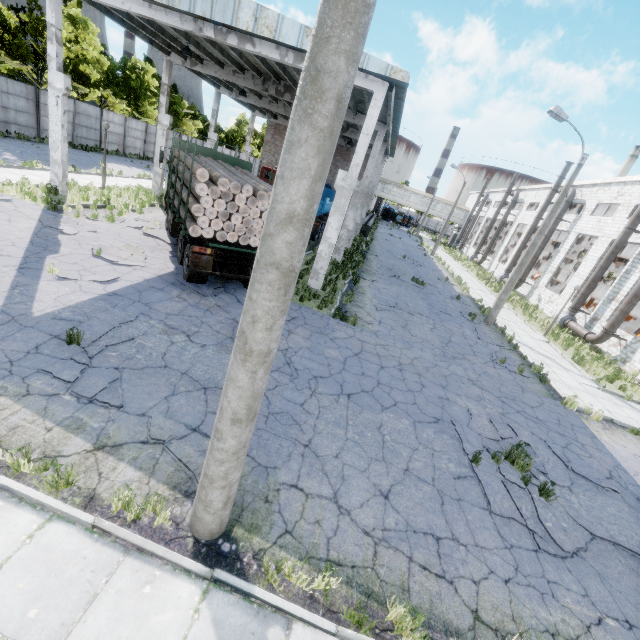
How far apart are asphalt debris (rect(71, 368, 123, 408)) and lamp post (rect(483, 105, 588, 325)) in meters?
17.2

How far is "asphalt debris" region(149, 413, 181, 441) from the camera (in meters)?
5.04

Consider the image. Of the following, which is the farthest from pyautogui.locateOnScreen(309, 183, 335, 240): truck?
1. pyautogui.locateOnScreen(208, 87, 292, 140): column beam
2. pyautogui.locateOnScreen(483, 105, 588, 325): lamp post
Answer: pyautogui.locateOnScreen(483, 105, 588, 325): lamp post

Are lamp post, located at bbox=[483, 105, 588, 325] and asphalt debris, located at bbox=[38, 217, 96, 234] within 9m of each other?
no

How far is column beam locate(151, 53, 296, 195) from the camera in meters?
17.9

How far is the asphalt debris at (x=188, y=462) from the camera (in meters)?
4.74

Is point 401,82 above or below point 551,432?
above
